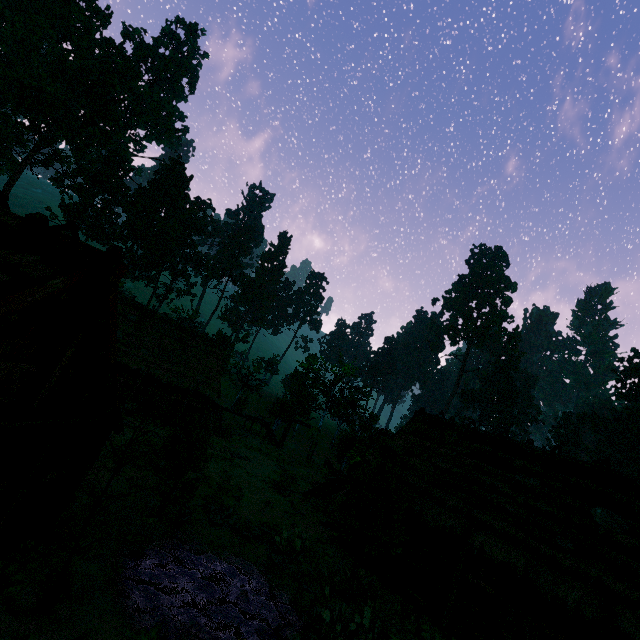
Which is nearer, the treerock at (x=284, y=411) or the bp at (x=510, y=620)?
the bp at (x=510, y=620)

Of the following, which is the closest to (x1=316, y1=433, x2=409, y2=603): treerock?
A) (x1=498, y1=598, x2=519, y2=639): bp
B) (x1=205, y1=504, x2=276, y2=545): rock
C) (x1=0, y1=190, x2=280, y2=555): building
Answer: (x1=0, y1=190, x2=280, y2=555): building

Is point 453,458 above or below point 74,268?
below

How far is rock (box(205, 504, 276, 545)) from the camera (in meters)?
14.34

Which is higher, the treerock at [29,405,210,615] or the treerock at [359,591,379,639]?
the treerock at [29,405,210,615]

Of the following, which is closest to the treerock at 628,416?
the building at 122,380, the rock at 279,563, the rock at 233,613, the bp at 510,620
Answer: the building at 122,380

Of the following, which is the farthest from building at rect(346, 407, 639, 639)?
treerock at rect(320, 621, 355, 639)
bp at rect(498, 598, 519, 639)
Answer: treerock at rect(320, 621, 355, 639)

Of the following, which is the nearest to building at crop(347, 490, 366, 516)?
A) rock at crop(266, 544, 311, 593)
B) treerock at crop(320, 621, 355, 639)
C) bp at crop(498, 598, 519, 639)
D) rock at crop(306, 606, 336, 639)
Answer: bp at crop(498, 598, 519, 639)
